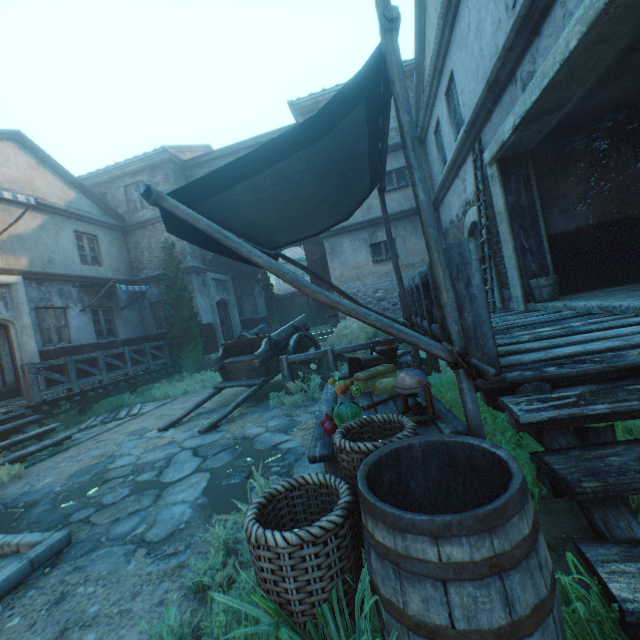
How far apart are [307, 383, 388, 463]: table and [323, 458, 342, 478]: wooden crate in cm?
12

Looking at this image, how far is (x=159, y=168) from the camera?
14.2 meters

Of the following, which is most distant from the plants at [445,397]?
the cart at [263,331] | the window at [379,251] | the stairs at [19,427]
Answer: the window at [379,251]

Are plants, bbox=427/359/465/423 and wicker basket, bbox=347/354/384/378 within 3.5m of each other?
yes

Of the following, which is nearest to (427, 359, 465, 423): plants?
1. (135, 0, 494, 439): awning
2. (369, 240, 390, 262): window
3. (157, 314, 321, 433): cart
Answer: (135, 0, 494, 439): awning

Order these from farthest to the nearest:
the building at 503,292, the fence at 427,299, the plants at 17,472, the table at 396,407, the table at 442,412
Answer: the plants at 17,472 → the building at 503,292 → the fence at 427,299 → the table at 396,407 → the table at 442,412

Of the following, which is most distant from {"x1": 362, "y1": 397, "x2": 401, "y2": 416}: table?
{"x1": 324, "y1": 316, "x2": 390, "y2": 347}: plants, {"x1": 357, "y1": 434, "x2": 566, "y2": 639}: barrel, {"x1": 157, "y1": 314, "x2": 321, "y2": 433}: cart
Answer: {"x1": 157, "y1": 314, "x2": 321, "y2": 433}: cart

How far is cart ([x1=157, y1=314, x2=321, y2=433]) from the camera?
6.7 meters
